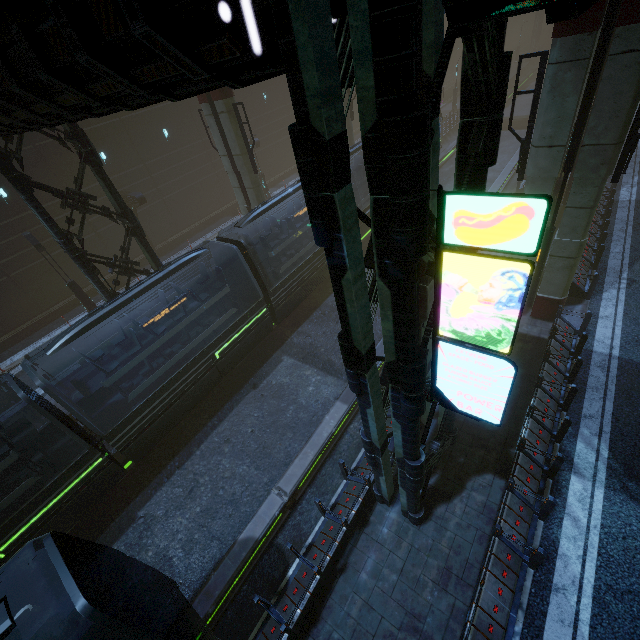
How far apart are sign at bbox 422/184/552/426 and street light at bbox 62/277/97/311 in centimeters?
2243cm

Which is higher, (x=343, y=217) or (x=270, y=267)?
(x=343, y=217)

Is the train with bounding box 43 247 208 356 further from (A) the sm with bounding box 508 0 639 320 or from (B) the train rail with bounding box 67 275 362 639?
(A) the sm with bounding box 508 0 639 320

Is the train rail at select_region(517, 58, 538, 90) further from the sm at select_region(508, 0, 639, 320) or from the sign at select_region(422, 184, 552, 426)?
the sign at select_region(422, 184, 552, 426)

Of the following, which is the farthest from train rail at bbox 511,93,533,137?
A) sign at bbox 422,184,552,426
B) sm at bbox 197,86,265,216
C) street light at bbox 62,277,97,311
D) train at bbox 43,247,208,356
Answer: street light at bbox 62,277,97,311

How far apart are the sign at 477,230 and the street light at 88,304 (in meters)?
22.43

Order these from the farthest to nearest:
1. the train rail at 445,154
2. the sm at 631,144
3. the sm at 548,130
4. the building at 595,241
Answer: the train rail at 445,154
the building at 595,241
the sm at 631,144
the sm at 548,130

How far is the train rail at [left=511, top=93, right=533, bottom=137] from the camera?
34.34m
